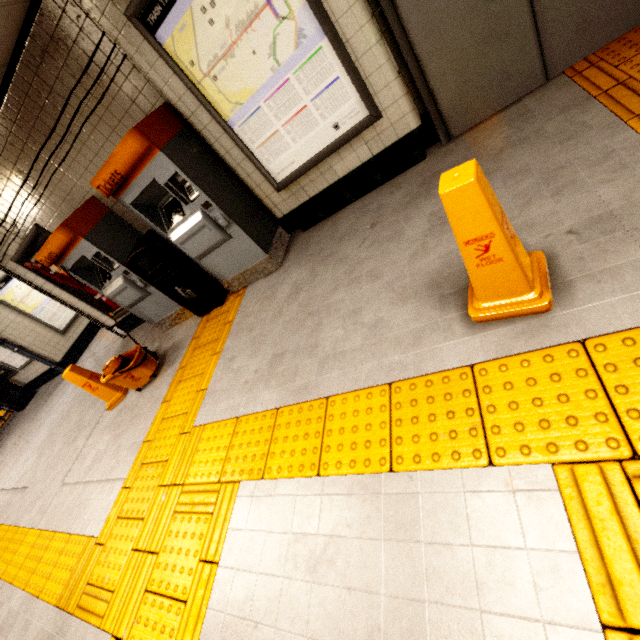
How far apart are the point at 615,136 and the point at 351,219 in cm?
208

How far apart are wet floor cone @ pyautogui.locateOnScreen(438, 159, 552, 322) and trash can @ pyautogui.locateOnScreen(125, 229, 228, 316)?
3.24m

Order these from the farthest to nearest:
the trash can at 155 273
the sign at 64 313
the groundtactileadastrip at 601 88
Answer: the sign at 64 313 → the trash can at 155 273 → the groundtactileadastrip at 601 88

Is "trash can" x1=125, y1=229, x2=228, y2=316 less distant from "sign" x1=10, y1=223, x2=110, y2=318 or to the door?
"sign" x1=10, y1=223, x2=110, y2=318

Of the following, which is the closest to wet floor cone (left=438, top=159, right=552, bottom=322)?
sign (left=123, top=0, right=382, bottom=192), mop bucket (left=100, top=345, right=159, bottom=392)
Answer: sign (left=123, top=0, right=382, bottom=192)

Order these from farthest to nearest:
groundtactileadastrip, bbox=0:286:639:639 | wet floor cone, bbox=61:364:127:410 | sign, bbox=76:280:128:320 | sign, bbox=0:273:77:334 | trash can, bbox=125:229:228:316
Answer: sign, bbox=0:273:77:334, sign, bbox=76:280:128:320, wet floor cone, bbox=61:364:127:410, trash can, bbox=125:229:228:316, groundtactileadastrip, bbox=0:286:639:639

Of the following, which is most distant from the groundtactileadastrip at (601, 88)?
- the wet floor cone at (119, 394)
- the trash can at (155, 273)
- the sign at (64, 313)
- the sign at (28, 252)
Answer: the sign at (64, 313)

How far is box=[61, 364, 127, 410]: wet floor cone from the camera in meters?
4.3
